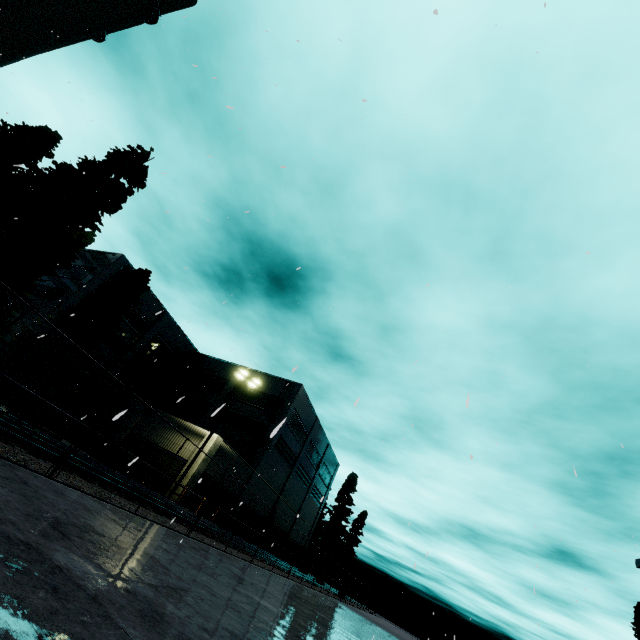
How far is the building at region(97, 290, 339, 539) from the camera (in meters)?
31.27

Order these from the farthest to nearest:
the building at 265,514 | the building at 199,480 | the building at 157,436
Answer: the building at 265,514, the building at 157,436, the building at 199,480

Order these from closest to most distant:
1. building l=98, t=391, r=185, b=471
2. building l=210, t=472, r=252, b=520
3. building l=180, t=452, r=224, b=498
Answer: building l=180, t=452, r=224, b=498 < building l=98, t=391, r=185, b=471 < building l=210, t=472, r=252, b=520

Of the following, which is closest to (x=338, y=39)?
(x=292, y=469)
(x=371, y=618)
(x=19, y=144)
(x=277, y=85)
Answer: (x=277, y=85)

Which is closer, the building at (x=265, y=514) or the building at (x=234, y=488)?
the building at (x=234, y=488)

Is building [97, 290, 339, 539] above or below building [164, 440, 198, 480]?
above

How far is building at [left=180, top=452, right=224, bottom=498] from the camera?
23.0 meters
